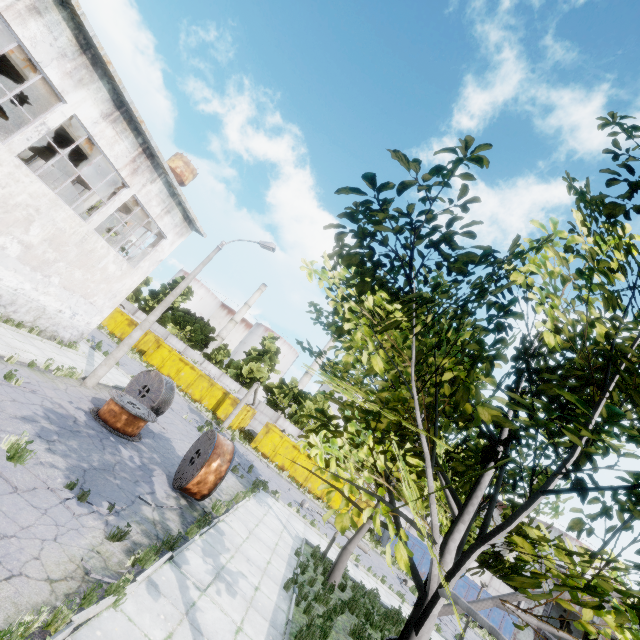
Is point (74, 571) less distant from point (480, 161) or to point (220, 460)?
point (220, 460)

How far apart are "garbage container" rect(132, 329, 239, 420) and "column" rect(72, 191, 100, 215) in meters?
17.0 m

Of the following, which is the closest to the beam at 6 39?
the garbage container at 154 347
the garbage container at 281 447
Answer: the garbage container at 154 347

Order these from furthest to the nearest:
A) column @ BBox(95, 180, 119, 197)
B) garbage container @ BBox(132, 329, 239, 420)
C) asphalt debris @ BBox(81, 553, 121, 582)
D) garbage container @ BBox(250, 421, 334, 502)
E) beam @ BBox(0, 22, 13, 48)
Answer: garbage container @ BBox(132, 329, 239, 420) < garbage container @ BBox(250, 421, 334, 502) < column @ BBox(95, 180, 119, 197) < beam @ BBox(0, 22, 13, 48) < asphalt debris @ BBox(81, 553, 121, 582)

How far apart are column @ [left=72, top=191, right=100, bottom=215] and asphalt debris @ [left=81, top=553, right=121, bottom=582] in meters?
15.9 m

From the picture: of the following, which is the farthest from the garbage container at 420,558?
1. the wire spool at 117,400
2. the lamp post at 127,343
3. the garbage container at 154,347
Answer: the lamp post at 127,343

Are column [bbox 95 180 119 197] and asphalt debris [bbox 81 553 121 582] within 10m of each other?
no

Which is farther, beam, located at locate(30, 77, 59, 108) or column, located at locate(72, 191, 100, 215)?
column, located at locate(72, 191, 100, 215)
